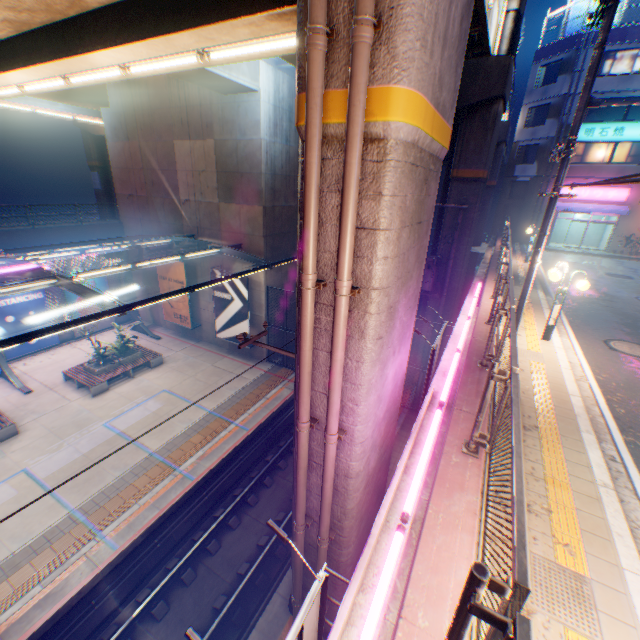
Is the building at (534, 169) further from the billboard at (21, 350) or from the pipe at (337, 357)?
the billboard at (21, 350)

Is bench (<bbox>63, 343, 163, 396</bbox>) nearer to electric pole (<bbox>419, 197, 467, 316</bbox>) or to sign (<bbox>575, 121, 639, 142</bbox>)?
electric pole (<bbox>419, 197, 467, 316</bbox>)

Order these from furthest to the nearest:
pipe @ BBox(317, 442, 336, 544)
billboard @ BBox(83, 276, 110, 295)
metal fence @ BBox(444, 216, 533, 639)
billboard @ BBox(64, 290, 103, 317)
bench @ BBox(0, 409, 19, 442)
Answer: billboard @ BBox(83, 276, 110, 295) < billboard @ BBox(64, 290, 103, 317) < bench @ BBox(0, 409, 19, 442) < pipe @ BBox(317, 442, 336, 544) < metal fence @ BBox(444, 216, 533, 639)

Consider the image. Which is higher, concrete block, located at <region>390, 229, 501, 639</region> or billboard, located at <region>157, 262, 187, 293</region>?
concrete block, located at <region>390, 229, 501, 639</region>

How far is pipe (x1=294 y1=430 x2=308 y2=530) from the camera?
5.6m

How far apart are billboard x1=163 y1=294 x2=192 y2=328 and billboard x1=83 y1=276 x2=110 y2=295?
4.0m

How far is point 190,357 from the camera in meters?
19.7 m

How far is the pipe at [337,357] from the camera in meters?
4.4 m
